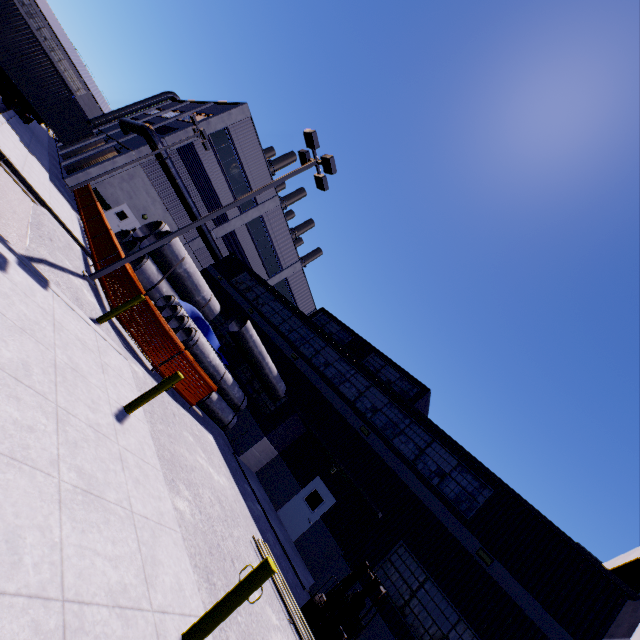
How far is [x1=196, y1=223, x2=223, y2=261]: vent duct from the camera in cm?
2825

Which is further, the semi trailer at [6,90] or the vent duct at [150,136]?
the vent duct at [150,136]

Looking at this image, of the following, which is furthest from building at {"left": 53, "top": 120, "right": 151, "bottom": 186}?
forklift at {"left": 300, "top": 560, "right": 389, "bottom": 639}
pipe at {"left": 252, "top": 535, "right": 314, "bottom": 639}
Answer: pipe at {"left": 252, "top": 535, "right": 314, "bottom": 639}

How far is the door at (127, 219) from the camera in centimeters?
2521cm

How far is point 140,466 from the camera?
5.40m

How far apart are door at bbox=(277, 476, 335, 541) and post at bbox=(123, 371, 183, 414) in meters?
10.8

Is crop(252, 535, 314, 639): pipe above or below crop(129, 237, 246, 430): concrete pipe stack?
below

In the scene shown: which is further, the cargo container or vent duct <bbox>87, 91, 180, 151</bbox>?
vent duct <bbox>87, 91, 180, 151</bbox>
